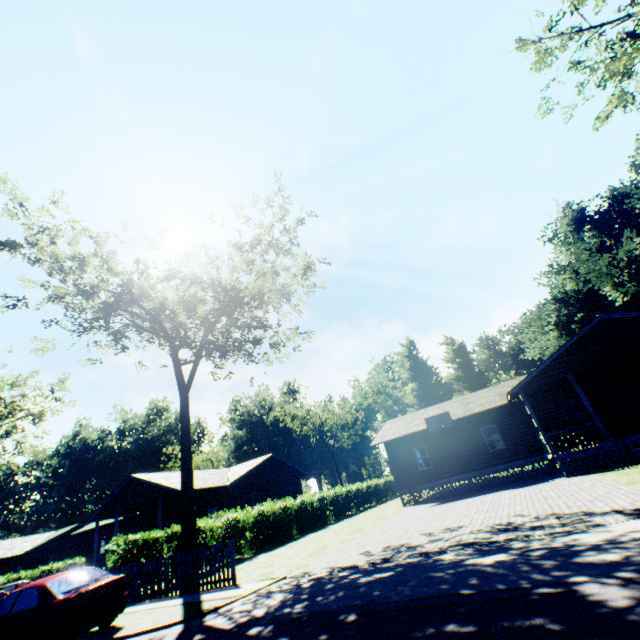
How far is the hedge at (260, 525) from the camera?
17.8 meters

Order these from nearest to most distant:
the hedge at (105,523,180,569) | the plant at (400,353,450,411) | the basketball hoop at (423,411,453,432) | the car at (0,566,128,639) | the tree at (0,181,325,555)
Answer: the car at (0,566,128,639) → the hedge at (105,523,180,569) → the tree at (0,181,325,555) → the basketball hoop at (423,411,453,432) → the plant at (400,353,450,411)

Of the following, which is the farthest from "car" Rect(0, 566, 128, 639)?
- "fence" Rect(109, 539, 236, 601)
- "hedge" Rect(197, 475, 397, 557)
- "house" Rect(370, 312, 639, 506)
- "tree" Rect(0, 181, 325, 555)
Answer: "house" Rect(370, 312, 639, 506)

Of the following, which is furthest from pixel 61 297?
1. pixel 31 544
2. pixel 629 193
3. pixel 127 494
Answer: pixel 629 193

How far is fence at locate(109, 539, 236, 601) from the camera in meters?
10.7 m

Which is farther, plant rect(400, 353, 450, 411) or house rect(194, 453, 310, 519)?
plant rect(400, 353, 450, 411)

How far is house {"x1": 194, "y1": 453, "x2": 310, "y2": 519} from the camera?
26.2m
